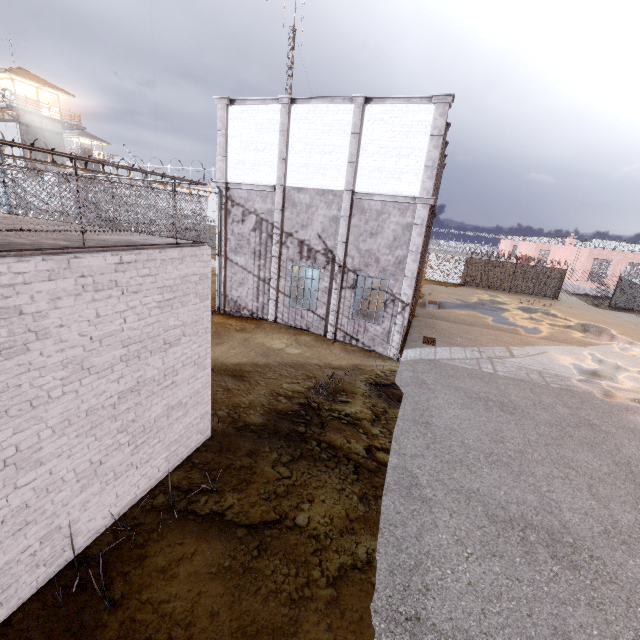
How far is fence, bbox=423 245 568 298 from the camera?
29.5 meters

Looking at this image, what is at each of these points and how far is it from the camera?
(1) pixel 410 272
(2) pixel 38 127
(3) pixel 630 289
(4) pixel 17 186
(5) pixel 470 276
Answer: (1) trim, 12.6 meters
(2) building, 32.6 meters
(3) fence, 27.6 meters
(4) metal railing, 3.1 meters
(5) fence, 31.6 meters

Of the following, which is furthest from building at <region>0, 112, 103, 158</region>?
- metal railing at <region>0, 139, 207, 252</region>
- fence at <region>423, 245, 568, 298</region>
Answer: metal railing at <region>0, 139, 207, 252</region>

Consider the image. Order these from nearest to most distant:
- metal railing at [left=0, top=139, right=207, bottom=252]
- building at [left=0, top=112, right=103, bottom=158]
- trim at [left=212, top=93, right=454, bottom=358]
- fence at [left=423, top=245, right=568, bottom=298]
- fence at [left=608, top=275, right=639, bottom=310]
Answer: metal railing at [left=0, top=139, right=207, bottom=252] → trim at [left=212, top=93, right=454, bottom=358] → fence at [left=608, top=275, right=639, bottom=310] → fence at [left=423, top=245, right=568, bottom=298] → building at [left=0, top=112, right=103, bottom=158]

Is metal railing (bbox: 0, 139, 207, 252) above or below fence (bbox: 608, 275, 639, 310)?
above

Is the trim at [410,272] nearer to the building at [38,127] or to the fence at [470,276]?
the fence at [470,276]
